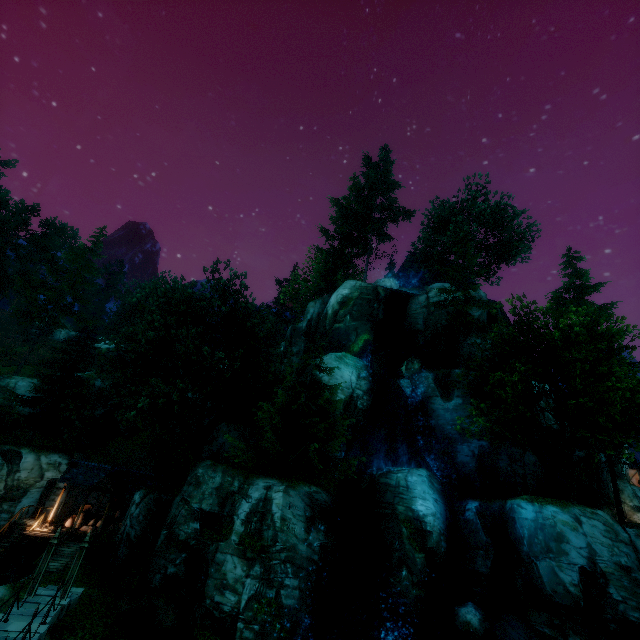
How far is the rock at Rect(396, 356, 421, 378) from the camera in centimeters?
2870cm

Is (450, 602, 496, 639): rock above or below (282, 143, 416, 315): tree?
below

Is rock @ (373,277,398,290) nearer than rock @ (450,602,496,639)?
No

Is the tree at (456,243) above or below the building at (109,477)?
above

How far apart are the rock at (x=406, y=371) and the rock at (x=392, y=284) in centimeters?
842cm

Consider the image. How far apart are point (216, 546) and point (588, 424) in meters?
24.6 m

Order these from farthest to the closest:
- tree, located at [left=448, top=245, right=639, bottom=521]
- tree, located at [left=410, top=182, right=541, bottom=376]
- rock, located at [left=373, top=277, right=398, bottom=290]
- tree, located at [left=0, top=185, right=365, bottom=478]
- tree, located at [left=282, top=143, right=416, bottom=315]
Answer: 1. tree, located at [left=282, top=143, right=416, bottom=315]
2. rock, located at [left=373, top=277, right=398, bottom=290]
3. tree, located at [left=410, top=182, right=541, bottom=376]
4. tree, located at [left=0, top=185, right=365, bottom=478]
5. tree, located at [left=448, top=245, right=639, bottom=521]

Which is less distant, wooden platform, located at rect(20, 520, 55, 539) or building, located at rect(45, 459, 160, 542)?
wooden platform, located at rect(20, 520, 55, 539)
